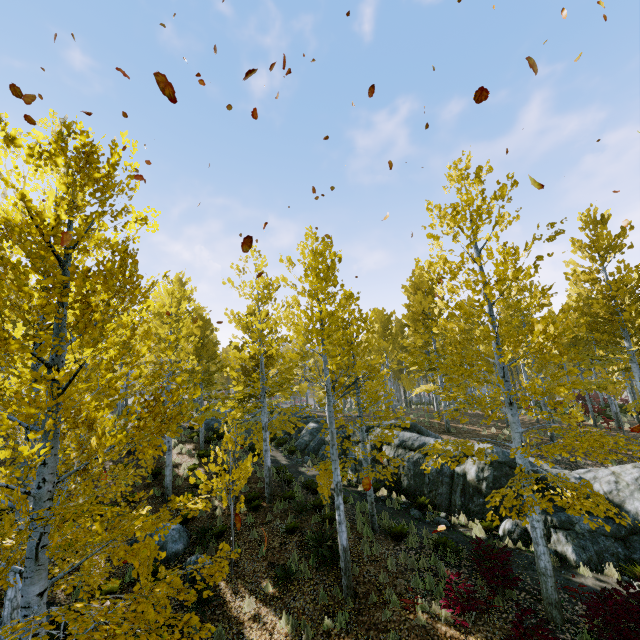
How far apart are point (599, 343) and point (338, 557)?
15.44m

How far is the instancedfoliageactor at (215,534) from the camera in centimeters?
499cm

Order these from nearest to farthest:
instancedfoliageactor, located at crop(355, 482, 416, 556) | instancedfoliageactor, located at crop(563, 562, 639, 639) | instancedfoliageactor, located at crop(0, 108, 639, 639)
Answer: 1. instancedfoliageactor, located at crop(0, 108, 639, 639)
2. instancedfoliageactor, located at crop(563, 562, 639, 639)
3. instancedfoliageactor, located at crop(355, 482, 416, 556)

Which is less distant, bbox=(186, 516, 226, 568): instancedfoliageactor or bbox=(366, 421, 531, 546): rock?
bbox=(186, 516, 226, 568): instancedfoliageactor

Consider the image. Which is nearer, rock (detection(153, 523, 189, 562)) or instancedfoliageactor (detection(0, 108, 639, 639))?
instancedfoliageactor (detection(0, 108, 639, 639))

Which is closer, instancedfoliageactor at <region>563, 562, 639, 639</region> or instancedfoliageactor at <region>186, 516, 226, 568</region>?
instancedfoliageactor at <region>186, 516, 226, 568</region>

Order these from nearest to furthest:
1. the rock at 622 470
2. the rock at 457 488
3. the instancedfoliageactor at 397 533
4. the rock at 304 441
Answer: the rock at 622 470 → the instancedfoliageactor at 397 533 → the rock at 457 488 → the rock at 304 441

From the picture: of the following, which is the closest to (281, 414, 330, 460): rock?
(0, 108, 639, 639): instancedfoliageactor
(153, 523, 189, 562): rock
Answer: (0, 108, 639, 639): instancedfoliageactor
